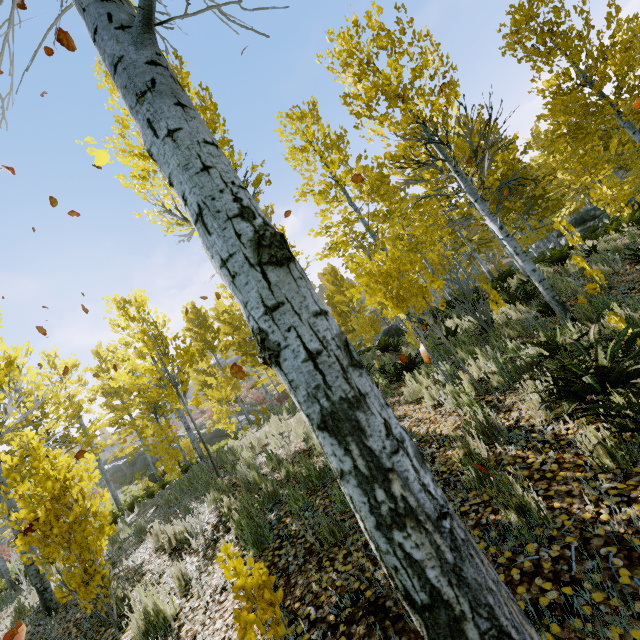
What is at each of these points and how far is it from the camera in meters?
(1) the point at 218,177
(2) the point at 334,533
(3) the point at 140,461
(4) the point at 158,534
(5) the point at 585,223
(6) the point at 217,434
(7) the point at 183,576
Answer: (1) instancedfoliageactor, 0.9 m
(2) instancedfoliageactor, 3.2 m
(3) rock, 31.7 m
(4) instancedfoliageactor, 5.7 m
(5) rock, 19.3 m
(6) rock, 30.0 m
(7) instancedfoliageactor, 3.9 m

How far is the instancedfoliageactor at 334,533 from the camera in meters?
3.1

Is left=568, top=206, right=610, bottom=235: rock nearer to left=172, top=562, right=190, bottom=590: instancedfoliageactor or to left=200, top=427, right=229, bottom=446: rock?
left=172, top=562, right=190, bottom=590: instancedfoliageactor

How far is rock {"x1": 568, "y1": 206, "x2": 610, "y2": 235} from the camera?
18.1m

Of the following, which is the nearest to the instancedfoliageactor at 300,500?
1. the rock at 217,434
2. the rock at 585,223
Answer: the rock at 585,223
